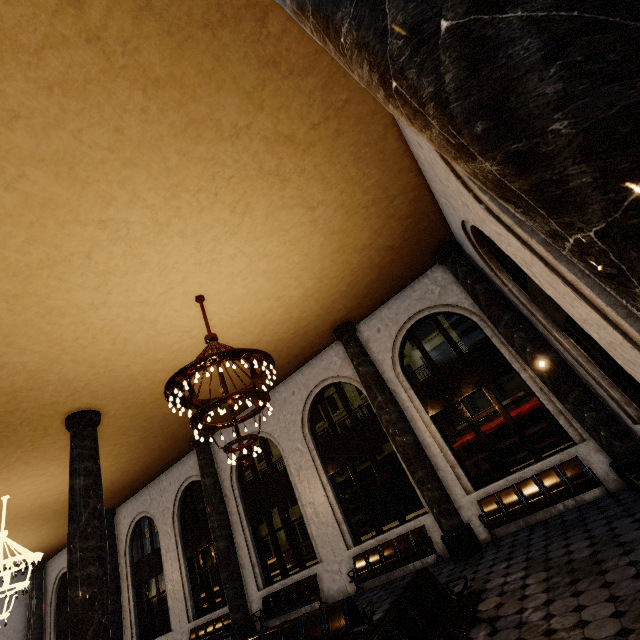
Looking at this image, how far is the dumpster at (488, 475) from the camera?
9.9m

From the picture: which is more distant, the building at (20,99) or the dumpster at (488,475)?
the dumpster at (488,475)

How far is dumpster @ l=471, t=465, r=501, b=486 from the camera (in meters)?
9.94

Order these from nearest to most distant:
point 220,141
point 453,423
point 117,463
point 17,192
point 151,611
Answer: point 17,192 < point 220,141 < point 117,463 < point 151,611 < point 453,423

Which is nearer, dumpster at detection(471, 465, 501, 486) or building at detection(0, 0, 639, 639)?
building at detection(0, 0, 639, 639)
